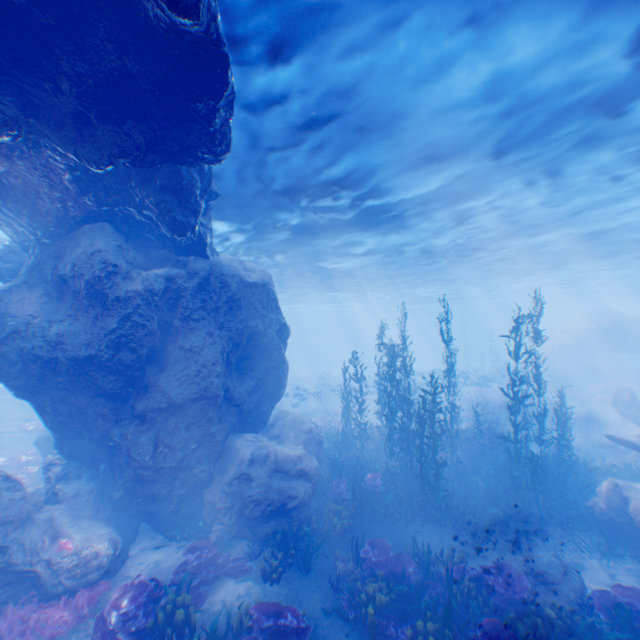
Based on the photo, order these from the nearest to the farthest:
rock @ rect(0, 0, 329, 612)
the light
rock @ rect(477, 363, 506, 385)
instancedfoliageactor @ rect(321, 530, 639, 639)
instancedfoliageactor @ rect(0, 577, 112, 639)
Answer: rock @ rect(0, 0, 329, 612) < the light < instancedfoliageactor @ rect(321, 530, 639, 639) < instancedfoliageactor @ rect(0, 577, 112, 639) < rock @ rect(477, 363, 506, 385)

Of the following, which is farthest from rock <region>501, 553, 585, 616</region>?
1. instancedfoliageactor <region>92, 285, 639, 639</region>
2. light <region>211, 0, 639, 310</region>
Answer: light <region>211, 0, 639, 310</region>

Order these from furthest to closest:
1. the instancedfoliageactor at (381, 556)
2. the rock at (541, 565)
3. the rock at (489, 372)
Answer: the rock at (489, 372) < the rock at (541, 565) < the instancedfoliageactor at (381, 556)

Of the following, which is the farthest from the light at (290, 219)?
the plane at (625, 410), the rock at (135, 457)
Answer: the plane at (625, 410)

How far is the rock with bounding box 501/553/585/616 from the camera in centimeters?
844cm

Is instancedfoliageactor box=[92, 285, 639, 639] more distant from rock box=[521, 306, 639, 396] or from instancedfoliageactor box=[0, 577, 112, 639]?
instancedfoliageactor box=[0, 577, 112, 639]

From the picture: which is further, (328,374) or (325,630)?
(328,374)

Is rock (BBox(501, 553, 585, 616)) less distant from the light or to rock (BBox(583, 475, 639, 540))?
rock (BBox(583, 475, 639, 540))
